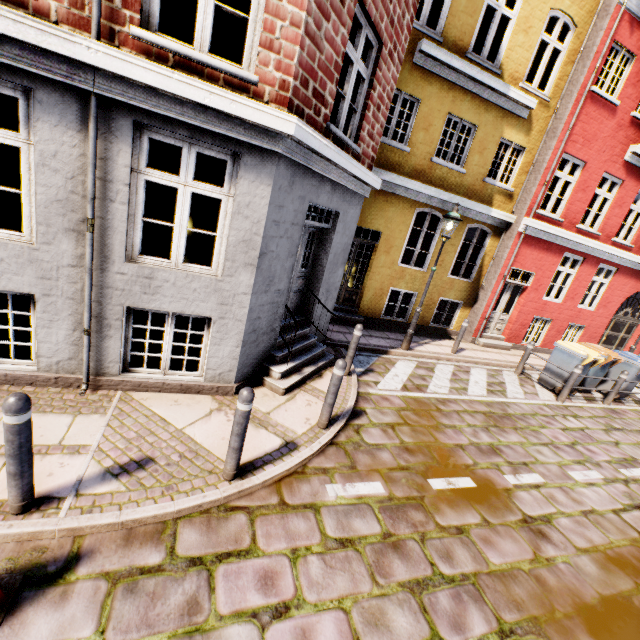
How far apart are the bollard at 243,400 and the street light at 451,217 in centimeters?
634cm

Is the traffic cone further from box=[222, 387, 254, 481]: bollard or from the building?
the building

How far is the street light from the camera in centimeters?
780cm

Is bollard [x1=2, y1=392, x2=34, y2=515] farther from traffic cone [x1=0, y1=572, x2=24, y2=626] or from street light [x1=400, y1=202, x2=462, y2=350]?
street light [x1=400, y1=202, x2=462, y2=350]

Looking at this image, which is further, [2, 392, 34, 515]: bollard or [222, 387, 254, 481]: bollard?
[222, 387, 254, 481]: bollard

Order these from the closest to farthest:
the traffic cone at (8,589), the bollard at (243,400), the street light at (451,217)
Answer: the traffic cone at (8,589)
the bollard at (243,400)
the street light at (451,217)

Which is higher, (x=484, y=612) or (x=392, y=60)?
(x=392, y=60)

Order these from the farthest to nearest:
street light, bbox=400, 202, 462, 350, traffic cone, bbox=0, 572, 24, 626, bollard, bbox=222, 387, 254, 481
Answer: street light, bbox=400, 202, 462, 350, bollard, bbox=222, 387, 254, 481, traffic cone, bbox=0, 572, 24, 626
